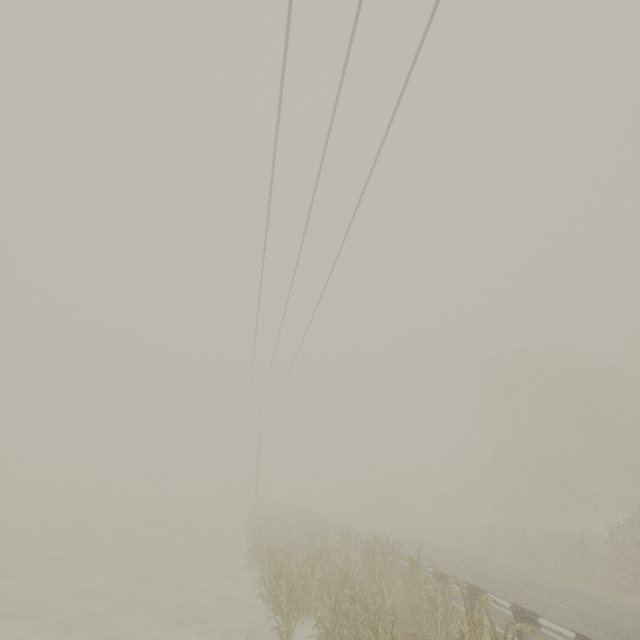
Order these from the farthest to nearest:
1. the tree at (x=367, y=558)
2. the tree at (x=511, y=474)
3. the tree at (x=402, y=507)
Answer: the tree at (x=402, y=507) < the tree at (x=511, y=474) < the tree at (x=367, y=558)

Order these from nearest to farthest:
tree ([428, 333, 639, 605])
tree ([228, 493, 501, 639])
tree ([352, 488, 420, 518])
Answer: tree ([228, 493, 501, 639])
tree ([428, 333, 639, 605])
tree ([352, 488, 420, 518])

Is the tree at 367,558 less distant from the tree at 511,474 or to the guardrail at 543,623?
the guardrail at 543,623

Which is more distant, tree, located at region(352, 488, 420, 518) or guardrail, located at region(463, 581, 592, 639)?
tree, located at region(352, 488, 420, 518)

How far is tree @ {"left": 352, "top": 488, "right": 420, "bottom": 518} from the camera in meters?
47.3 m

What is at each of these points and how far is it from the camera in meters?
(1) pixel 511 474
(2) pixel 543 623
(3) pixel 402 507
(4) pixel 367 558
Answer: (1) tree, 39.2 m
(2) guardrail, 7.9 m
(3) tree, 47.7 m
(4) tree, 11.7 m

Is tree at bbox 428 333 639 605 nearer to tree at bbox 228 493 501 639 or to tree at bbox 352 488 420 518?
tree at bbox 352 488 420 518

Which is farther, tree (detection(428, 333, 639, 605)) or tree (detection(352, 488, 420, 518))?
tree (detection(352, 488, 420, 518))
